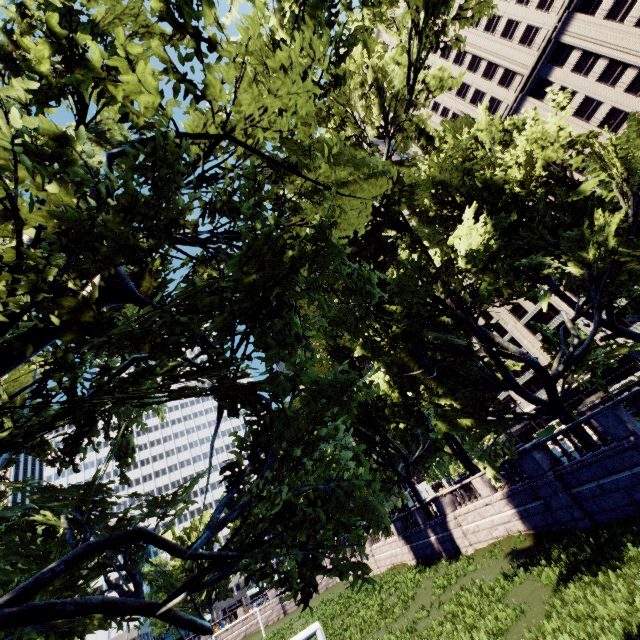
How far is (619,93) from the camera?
42.8m

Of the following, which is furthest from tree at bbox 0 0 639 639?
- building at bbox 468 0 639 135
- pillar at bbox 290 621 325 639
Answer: building at bbox 468 0 639 135

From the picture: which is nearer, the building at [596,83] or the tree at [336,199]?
the tree at [336,199]

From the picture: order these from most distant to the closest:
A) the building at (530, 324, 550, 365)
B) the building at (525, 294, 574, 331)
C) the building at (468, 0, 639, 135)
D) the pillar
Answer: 1. the building at (530, 324, 550, 365)
2. the building at (525, 294, 574, 331)
3. the building at (468, 0, 639, 135)
4. the pillar

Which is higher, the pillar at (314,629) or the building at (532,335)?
the building at (532,335)

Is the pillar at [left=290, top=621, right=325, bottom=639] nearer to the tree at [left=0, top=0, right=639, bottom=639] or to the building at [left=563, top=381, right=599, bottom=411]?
the tree at [left=0, top=0, right=639, bottom=639]

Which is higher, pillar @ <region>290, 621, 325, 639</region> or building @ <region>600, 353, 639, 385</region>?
building @ <region>600, 353, 639, 385</region>

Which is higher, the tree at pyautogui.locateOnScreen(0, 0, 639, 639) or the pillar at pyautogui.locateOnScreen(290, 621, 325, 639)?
the tree at pyautogui.locateOnScreen(0, 0, 639, 639)
